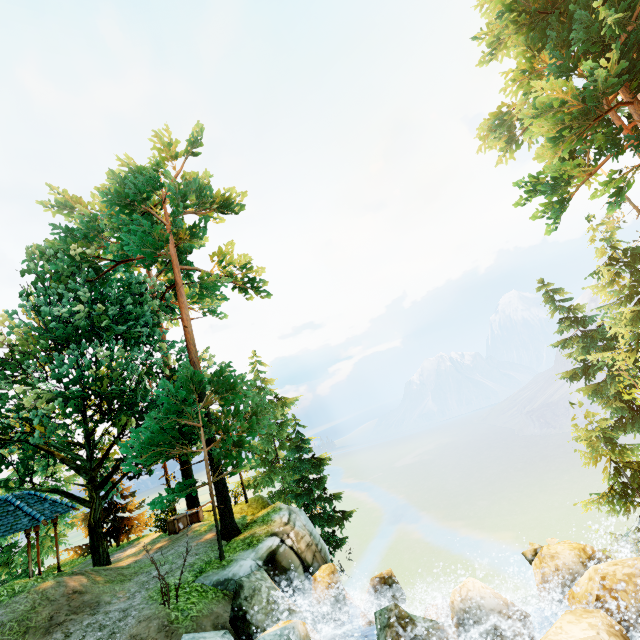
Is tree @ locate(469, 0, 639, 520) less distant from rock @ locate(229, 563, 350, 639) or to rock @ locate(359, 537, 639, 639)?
rock @ locate(229, 563, 350, 639)

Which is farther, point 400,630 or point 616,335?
point 616,335

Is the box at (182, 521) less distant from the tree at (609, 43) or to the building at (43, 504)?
the tree at (609, 43)

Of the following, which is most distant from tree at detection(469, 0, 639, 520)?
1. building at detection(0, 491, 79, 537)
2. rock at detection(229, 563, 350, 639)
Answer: rock at detection(229, 563, 350, 639)

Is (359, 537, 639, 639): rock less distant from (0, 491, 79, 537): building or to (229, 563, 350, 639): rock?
(229, 563, 350, 639): rock

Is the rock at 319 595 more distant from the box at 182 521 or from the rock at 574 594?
the box at 182 521

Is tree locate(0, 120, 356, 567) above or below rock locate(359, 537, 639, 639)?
above

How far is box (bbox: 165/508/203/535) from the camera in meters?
17.2 m
